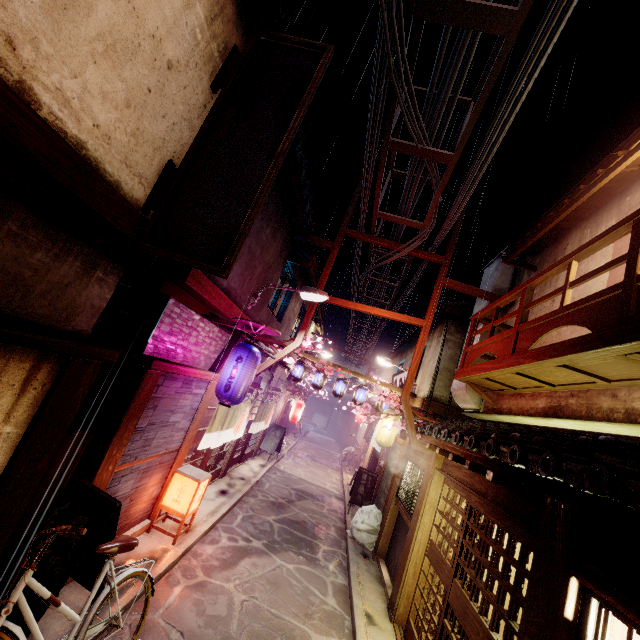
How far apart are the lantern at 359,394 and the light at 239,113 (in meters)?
16.02

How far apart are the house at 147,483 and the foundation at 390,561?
9.1m

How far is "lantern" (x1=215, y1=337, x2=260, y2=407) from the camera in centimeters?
1023cm

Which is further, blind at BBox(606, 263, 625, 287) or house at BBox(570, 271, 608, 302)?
house at BBox(570, 271, 608, 302)

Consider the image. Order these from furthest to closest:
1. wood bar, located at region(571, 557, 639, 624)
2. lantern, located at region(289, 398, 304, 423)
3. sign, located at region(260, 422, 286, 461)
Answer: lantern, located at region(289, 398, 304, 423), sign, located at region(260, 422, 286, 461), wood bar, located at region(571, 557, 639, 624)

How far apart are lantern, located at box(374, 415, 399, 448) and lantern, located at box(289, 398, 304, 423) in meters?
11.2

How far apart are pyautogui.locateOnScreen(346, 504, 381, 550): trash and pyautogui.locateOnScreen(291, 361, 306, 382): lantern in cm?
800

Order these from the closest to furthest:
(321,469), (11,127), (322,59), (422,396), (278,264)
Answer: (11,127) < (322,59) < (278,264) < (422,396) < (321,469)
